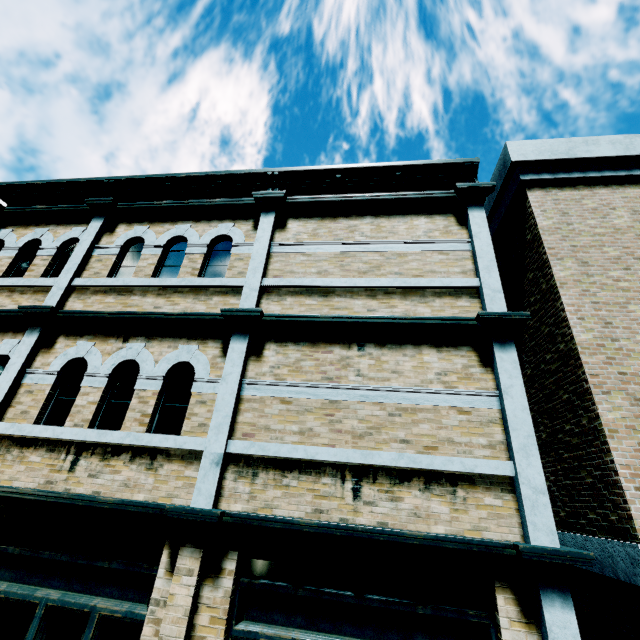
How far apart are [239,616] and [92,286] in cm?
603
